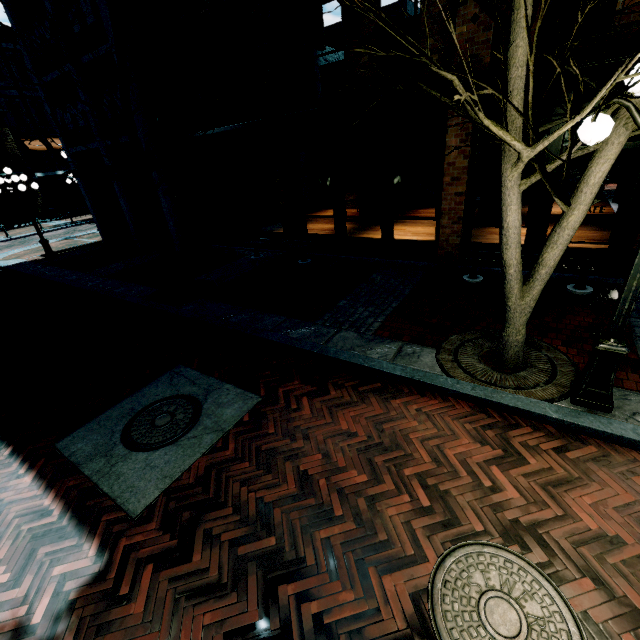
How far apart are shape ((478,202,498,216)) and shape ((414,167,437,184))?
5.42m

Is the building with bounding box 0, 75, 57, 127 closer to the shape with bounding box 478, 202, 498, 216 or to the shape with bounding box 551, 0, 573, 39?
the shape with bounding box 551, 0, 573, 39

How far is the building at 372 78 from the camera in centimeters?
746cm

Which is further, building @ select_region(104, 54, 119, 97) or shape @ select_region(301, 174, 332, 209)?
shape @ select_region(301, 174, 332, 209)

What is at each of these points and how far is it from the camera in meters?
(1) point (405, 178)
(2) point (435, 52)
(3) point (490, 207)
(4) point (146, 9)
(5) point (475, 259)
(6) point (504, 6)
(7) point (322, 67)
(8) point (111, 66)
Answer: (1) shape, 15.5 m
(2) building, 6.7 m
(3) shape, 11.2 m
(4) building, 9.9 m
(5) bench, 7.1 m
(6) building, 5.9 m
(7) shape, 17.2 m
(8) building, 10.7 m

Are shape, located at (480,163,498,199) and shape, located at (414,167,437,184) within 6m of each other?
yes

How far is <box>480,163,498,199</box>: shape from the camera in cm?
1070

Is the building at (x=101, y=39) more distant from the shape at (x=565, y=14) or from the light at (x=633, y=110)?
the light at (x=633, y=110)
